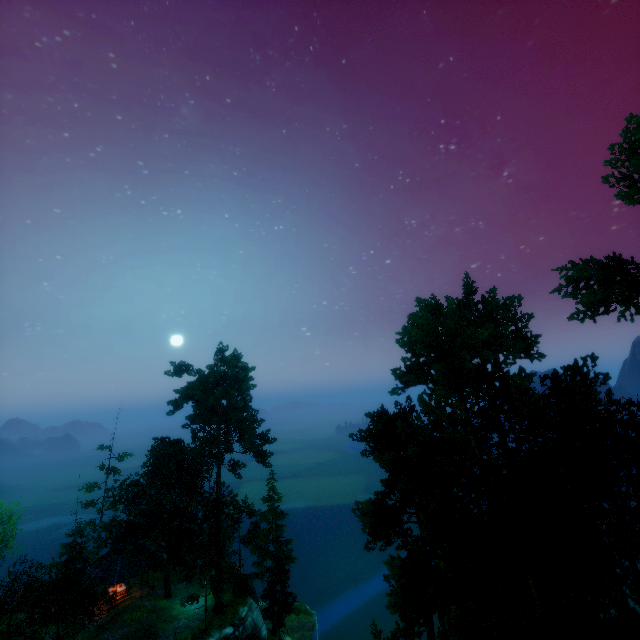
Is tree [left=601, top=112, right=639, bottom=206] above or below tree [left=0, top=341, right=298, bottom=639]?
above

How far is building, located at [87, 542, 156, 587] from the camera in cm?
3064

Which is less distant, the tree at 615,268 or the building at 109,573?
the tree at 615,268

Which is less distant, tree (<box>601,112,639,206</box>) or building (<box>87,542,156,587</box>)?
tree (<box>601,112,639,206</box>)

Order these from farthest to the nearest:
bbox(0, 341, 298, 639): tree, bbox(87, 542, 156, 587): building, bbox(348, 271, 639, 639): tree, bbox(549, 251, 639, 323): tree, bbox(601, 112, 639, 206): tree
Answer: bbox(87, 542, 156, 587): building
bbox(0, 341, 298, 639): tree
bbox(549, 251, 639, 323): tree
bbox(601, 112, 639, 206): tree
bbox(348, 271, 639, 639): tree

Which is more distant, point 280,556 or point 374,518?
point 280,556

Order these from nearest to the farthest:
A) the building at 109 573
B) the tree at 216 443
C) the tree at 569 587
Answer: the tree at 569 587
the tree at 216 443
the building at 109 573

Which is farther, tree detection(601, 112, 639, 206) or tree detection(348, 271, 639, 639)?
tree detection(601, 112, 639, 206)
